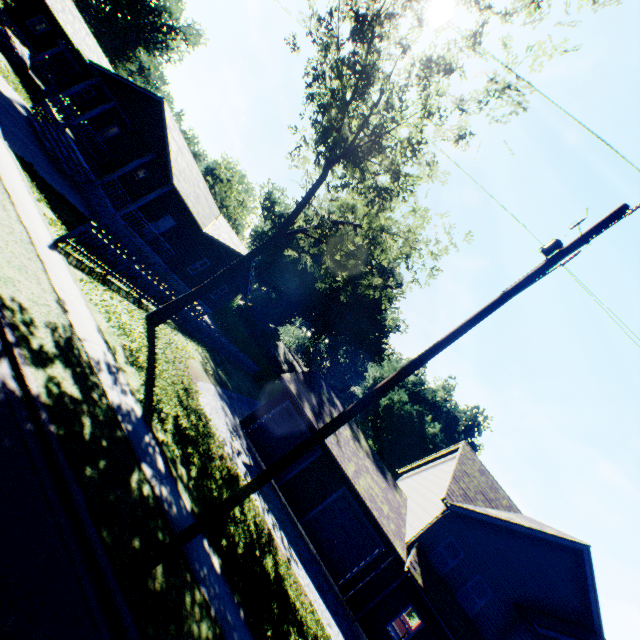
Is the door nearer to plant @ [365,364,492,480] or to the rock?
the rock

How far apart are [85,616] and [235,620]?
3.82m

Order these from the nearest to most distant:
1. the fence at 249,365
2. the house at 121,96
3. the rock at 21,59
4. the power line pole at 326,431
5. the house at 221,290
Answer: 1. the power line pole at 326,431
2. the house at 121,96
3. the fence at 249,365
4. the rock at 21,59
5. the house at 221,290

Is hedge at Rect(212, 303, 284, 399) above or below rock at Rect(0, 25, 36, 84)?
above

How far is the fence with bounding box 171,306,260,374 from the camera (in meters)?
19.41

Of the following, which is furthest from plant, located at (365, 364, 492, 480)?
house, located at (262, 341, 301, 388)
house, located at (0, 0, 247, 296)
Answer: house, located at (0, 0, 247, 296)

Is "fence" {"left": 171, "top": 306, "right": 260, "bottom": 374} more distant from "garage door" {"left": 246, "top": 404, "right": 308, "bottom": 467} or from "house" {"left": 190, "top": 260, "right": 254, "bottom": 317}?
"garage door" {"left": 246, "top": 404, "right": 308, "bottom": 467}

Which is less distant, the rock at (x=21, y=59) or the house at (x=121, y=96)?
the house at (x=121, y=96)
